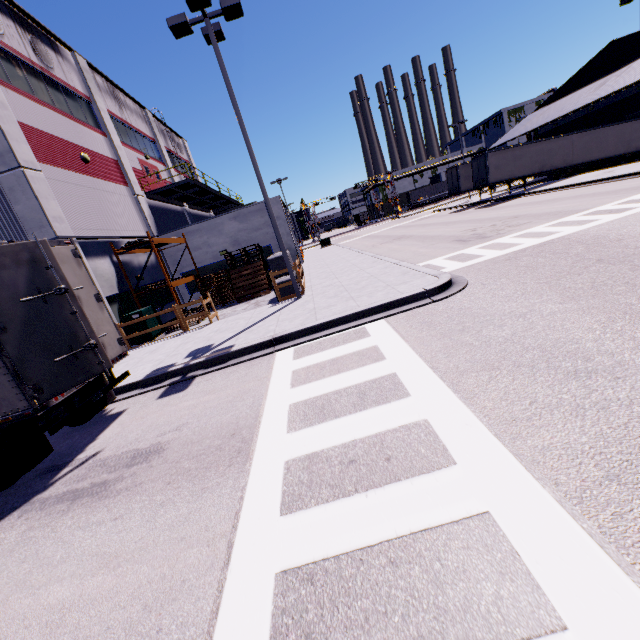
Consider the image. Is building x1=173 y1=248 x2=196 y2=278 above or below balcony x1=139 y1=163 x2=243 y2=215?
below

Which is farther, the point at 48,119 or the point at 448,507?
the point at 48,119

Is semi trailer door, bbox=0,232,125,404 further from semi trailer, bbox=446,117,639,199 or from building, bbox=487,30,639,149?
building, bbox=487,30,639,149

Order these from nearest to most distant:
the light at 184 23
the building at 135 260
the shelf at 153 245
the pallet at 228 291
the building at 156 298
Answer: the light at 184 23
the shelf at 153 245
the building at 135 260
the building at 156 298
the pallet at 228 291

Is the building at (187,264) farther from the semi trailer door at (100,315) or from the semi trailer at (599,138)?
the semi trailer door at (100,315)

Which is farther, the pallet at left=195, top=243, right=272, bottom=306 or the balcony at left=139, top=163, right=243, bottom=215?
the balcony at left=139, top=163, right=243, bottom=215

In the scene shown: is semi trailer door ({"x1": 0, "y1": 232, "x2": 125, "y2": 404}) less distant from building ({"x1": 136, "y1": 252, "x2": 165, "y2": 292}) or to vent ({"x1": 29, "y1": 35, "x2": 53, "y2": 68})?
building ({"x1": 136, "y1": 252, "x2": 165, "y2": 292})

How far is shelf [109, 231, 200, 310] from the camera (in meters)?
15.14
